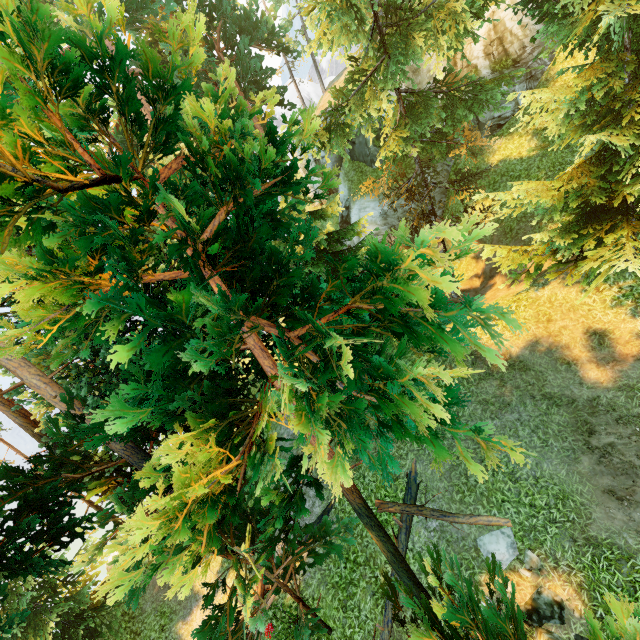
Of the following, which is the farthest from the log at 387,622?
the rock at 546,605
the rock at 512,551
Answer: the rock at 546,605

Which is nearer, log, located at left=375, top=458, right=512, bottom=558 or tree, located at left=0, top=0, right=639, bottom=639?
tree, located at left=0, top=0, right=639, bottom=639

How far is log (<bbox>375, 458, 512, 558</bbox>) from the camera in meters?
9.1 m

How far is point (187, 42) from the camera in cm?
368

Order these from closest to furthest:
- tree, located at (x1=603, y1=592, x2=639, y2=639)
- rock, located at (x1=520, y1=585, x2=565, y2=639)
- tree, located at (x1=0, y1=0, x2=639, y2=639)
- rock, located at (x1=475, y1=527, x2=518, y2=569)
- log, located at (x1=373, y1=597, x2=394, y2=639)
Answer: tree, located at (x1=0, y1=0, x2=639, y2=639) < tree, located at (x1=603, y1=592, x2=639, y2=639) < rock, located at (x1=520, y1=585, x2=565, y2=639) < rock, located at (x1=475, y1=527, x2=518, y2=569) < log, located at (x1=373, y1=597, x2=394, y2=639)

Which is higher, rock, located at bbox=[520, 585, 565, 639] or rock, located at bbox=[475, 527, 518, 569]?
rock, located at bbox=[475, 527, 518, 569]

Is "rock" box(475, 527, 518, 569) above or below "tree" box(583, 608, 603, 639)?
below

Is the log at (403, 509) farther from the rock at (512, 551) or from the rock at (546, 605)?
the rock at (546, 605)
